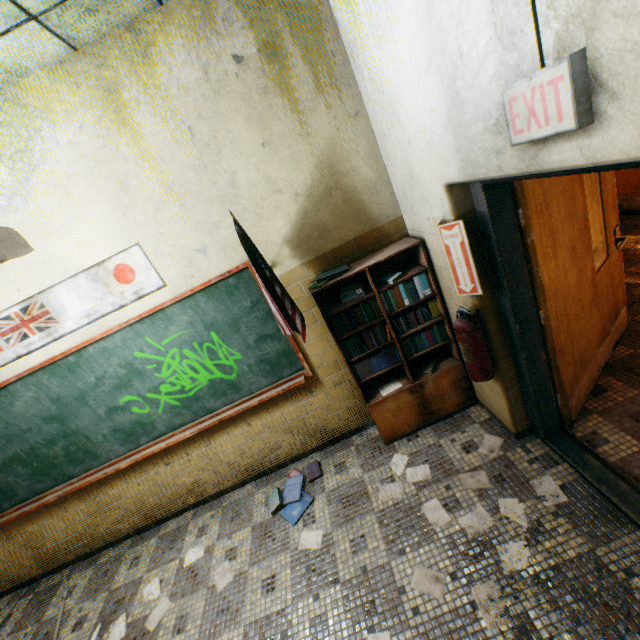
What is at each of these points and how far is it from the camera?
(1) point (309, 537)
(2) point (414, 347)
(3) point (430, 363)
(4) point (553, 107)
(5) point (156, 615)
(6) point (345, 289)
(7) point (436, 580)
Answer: (1) paper, 2.8 meters
(2) book, 3.0 meters
(3) book, 3.2 meters
(4) sign, 1.0 meters
(5) paper, 2.8 meters
(6) book, 2.8 meters
(7) paper, 2.1 meters

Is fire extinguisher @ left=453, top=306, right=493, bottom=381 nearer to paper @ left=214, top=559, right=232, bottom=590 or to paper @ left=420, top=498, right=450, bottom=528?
paper @ left=420, top=498, right=450, bottom=528

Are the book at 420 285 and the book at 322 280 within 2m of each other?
yes

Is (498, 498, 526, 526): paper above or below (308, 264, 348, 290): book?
below

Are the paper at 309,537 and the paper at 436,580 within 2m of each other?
yes

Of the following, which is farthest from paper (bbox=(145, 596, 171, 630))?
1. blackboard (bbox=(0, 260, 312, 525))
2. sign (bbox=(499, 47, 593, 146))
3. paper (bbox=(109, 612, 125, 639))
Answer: sign (bbox=(499, 47, 593, 146))

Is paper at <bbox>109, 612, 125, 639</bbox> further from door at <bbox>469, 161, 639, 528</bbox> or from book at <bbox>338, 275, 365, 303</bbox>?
door at <bbox>469, 161, 639, 528</bbox>

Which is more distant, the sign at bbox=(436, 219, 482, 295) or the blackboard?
the blackboard
